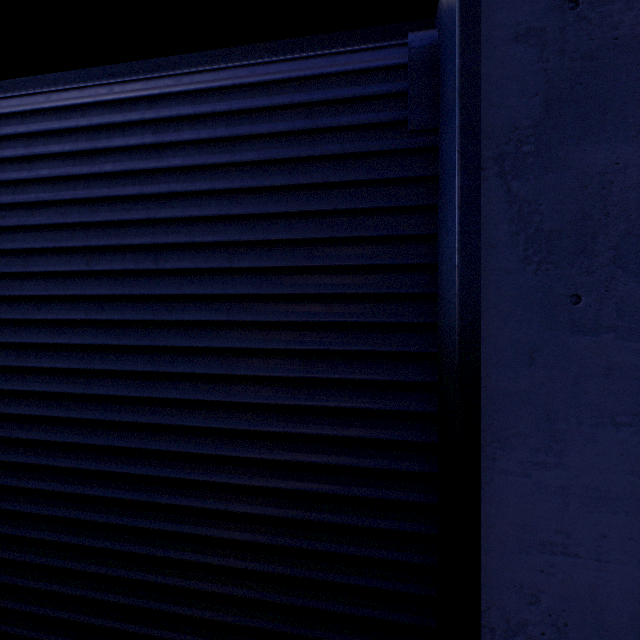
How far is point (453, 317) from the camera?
1.2 meters
